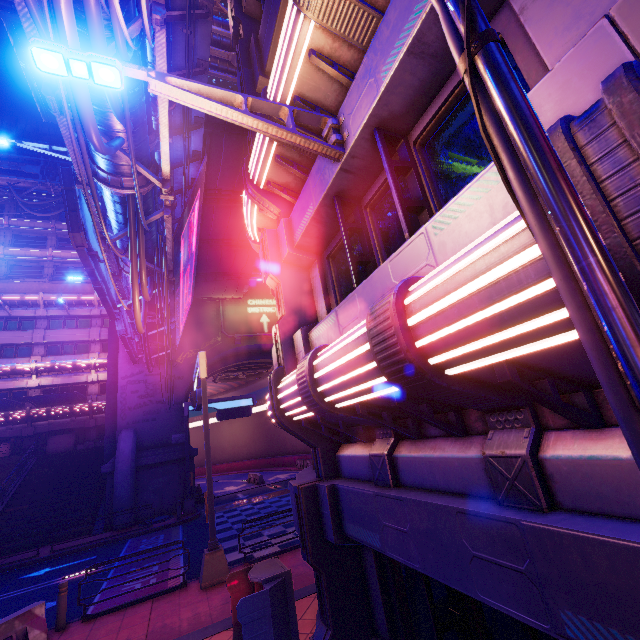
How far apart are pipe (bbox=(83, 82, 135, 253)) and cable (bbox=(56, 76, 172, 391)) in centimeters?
1cm

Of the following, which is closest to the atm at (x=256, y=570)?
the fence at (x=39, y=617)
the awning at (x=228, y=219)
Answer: the fence at (x=39, y=617)

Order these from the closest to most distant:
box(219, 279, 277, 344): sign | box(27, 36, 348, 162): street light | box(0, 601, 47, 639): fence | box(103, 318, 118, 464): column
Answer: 1. box(27, 36, 348, 162): street light
2. box(0, 601, 47, 639): fence
3. box(103, 318, 118, 464): column
4. box(219, 279, 277, 344): sign

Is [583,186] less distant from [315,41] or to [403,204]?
[403,204]

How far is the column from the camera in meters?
24.8

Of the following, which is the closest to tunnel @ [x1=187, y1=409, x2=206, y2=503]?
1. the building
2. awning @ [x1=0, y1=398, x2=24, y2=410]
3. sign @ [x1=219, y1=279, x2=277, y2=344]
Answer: sign @ [x1=219, y1=279, x2=277, y2=344]

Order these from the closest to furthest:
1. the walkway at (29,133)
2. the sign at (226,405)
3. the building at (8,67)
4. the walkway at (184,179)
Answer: the sign at (226,405)
the walkway at (184,179)
the walkway at (29,133)
the building at (8,67)

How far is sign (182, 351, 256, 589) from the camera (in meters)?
9.63
